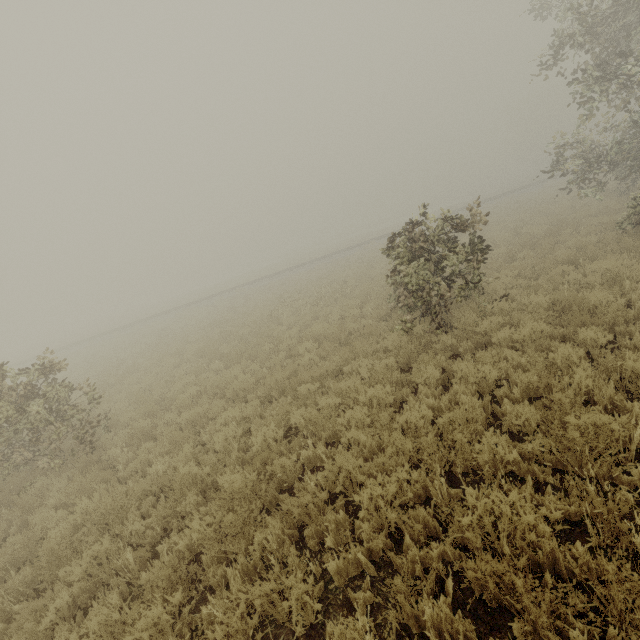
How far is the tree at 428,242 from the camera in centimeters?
773cm

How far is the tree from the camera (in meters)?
7.73

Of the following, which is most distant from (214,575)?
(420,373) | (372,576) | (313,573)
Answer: (420,373)
